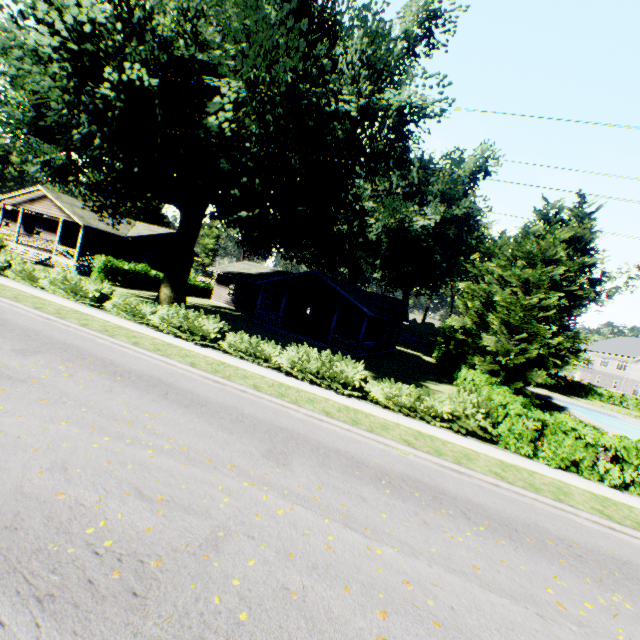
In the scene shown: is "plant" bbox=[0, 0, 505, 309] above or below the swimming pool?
above

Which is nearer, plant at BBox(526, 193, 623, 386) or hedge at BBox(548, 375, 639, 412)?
plant at BBox(526, 193, 623, 386)

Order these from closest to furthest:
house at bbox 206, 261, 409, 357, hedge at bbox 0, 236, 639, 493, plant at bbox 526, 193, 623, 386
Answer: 1. hedge at bbox 0, 236, 639, 493
2. house at bbox 206, 261, 409, 357
3. plant at bbox 526, 193, 623, 386

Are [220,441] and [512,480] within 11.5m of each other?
yes

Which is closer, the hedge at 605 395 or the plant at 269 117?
the plant at 269 117

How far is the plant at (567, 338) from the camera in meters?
38.1

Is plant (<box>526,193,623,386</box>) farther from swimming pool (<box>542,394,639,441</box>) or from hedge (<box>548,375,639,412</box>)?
swimming pool (<box>542,394,639,441</box>)

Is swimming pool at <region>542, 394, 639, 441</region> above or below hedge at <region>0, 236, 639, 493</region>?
below
